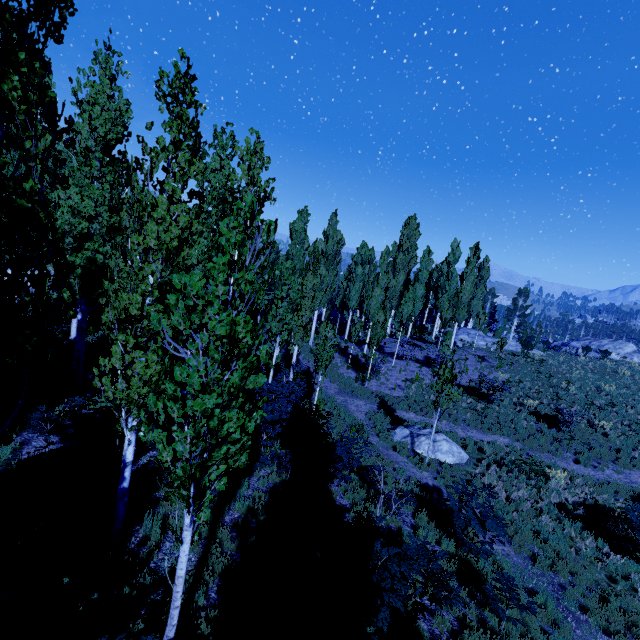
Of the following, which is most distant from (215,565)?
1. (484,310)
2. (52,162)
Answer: (484,310)

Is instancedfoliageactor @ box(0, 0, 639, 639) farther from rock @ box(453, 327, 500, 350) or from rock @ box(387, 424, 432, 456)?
rock @ box(387, 424, 432, 456)

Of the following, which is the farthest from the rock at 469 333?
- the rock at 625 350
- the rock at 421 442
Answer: the rock at 421 442

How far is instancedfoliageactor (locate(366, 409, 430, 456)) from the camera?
14.4 meters

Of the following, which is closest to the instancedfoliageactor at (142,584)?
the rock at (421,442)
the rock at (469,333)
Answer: the rock at (469,333)

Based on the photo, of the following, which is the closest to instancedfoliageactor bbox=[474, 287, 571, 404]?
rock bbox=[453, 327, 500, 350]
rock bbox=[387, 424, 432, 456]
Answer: rock bbox=[453, 327, 500, 350]

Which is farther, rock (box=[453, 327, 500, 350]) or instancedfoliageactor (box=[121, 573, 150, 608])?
rock (box=[453, 327, 500, 350])

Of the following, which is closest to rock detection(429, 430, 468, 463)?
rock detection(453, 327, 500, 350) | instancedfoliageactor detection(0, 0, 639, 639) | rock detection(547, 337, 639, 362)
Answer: instancedfoliageactor detection(0, 0, 639, 639)
